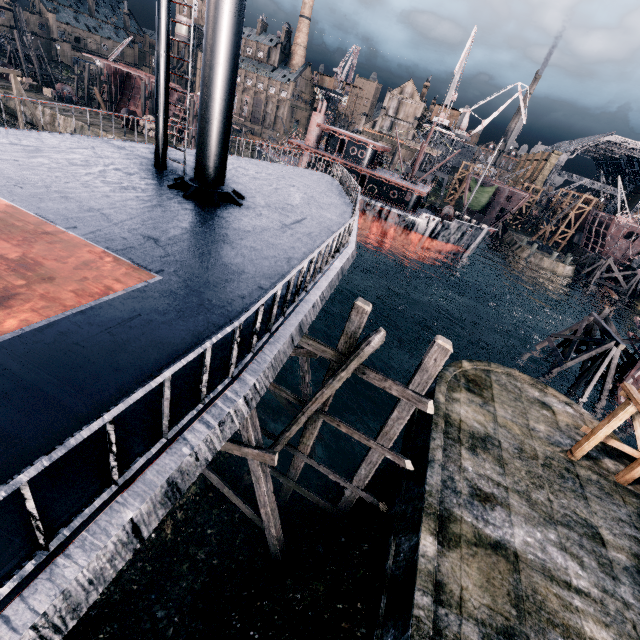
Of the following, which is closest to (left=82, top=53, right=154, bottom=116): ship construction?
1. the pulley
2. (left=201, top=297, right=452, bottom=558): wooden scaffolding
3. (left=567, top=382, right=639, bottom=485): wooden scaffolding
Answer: the pulley

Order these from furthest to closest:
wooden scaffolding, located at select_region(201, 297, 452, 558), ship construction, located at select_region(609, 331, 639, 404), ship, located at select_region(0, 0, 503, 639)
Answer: ship construction, located at select_region(609, 331, 639, 404), wooden scaffolding, located at select_region(201, 297, 452, 558), ship, located at select_region(0, 0, 503, 639)

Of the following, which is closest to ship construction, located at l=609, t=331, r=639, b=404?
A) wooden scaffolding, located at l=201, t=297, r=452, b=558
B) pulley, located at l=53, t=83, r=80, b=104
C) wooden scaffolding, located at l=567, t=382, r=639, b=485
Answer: wooden scaffolding, located at l=567, t=382, r=639, b=485

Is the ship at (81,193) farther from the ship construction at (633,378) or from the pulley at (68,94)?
the pulley at (68,94)

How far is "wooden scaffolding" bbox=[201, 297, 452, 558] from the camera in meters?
10.2 m

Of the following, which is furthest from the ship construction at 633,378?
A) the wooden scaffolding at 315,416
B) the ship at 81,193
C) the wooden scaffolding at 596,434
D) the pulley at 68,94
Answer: the pulley at 68,94

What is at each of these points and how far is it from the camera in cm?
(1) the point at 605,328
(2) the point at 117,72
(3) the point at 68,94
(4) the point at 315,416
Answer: (1) wooden support structure, 2570
(2) ship construction, 5856
(3) pulley, 5138
(4) wooden scaffolding, 1274

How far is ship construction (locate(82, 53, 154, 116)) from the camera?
55.3 meters
